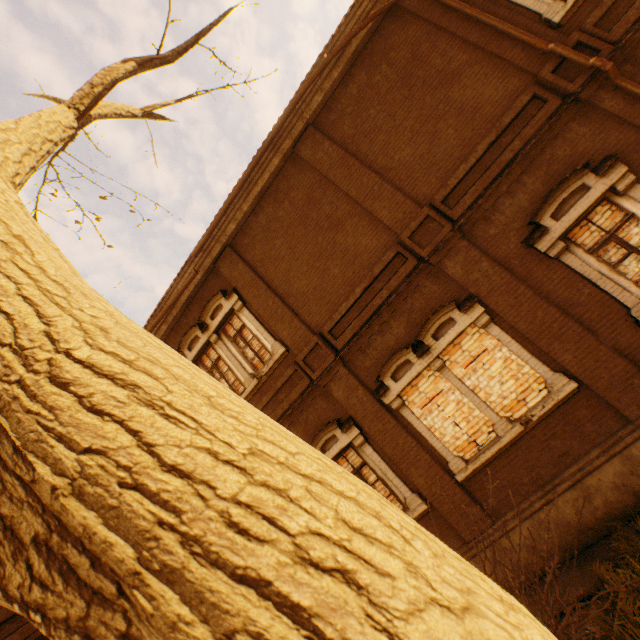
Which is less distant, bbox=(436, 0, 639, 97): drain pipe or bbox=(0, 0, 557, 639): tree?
bbox=(0, 0, 557, 639): tree

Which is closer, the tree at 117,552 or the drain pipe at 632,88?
the tree at 117,552

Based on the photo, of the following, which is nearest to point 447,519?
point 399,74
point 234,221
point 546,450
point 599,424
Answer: point 546,450
